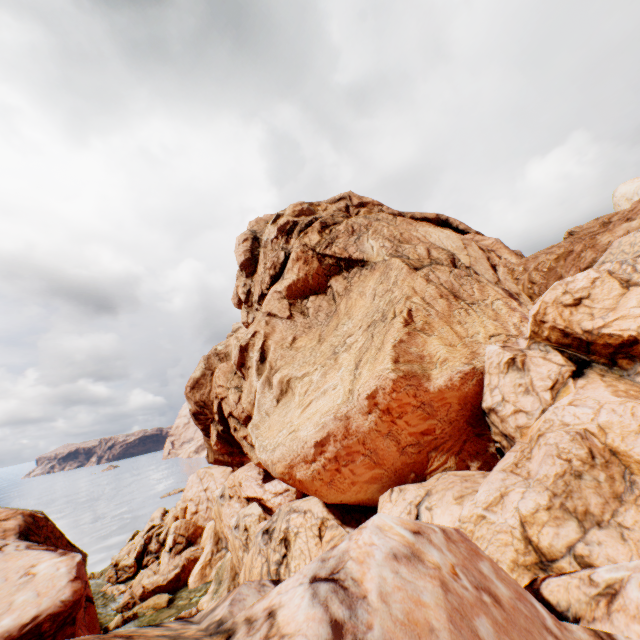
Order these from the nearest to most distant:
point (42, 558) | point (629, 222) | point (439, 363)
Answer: point (439, 363) → point (42, 558) → point (629, 222)
